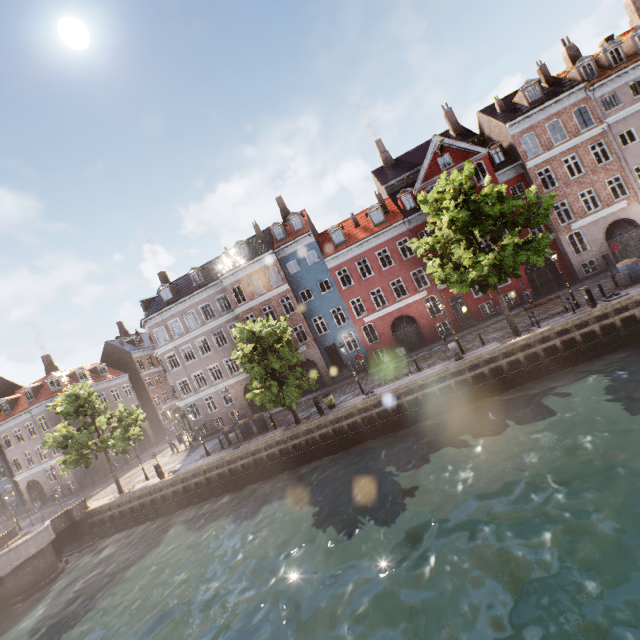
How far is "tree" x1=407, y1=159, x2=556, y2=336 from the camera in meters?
16.1 m

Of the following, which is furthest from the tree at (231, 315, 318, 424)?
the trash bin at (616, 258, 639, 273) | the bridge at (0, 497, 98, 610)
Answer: the trash bin at (616, 258, 639, 273)

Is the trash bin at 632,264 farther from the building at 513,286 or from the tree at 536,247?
the building at 513,286

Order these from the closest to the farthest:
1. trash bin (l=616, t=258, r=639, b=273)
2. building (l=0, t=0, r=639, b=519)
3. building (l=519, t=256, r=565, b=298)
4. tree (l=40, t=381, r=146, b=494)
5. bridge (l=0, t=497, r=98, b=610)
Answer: trash bin (l=616, t=258, r=639, b=273) → bridge (l=0, t=497, r=98, b=610) → tree (l=40, t=381, r=146, b=494) → building (l=0, t=0, r=639, b=519) → building (l=519, t=256, r=565, b=298)

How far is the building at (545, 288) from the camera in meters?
26.6

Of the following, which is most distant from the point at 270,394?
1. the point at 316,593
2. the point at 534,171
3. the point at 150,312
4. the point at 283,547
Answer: the point at 534,171

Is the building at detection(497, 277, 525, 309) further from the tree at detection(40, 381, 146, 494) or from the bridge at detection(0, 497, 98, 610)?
the bridge at detection(0, 497, 98, 610)

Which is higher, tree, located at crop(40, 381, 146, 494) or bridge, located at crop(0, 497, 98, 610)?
tree, located at crop(40, 381, 146, 494)
